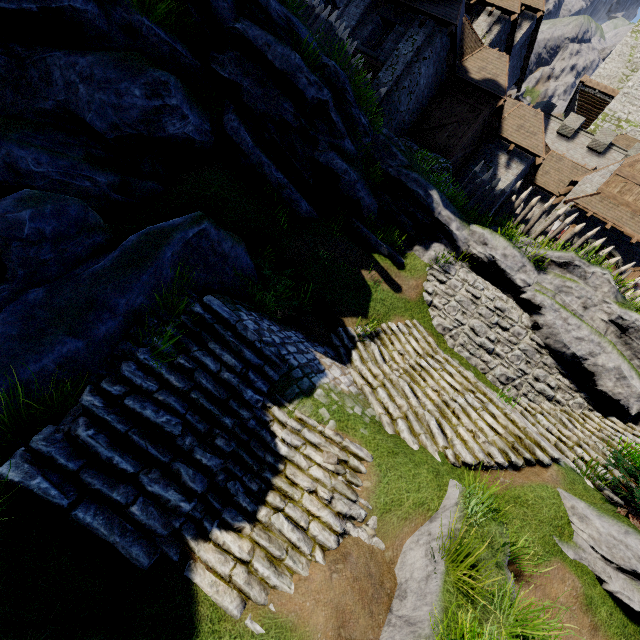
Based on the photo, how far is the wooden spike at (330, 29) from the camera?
11.74m

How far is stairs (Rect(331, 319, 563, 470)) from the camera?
6.69m

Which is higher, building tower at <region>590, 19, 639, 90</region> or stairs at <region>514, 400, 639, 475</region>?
building tower at <region>590, 19, 639, 90</region>

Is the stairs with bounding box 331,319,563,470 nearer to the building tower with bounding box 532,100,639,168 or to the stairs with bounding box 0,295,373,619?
the stairs with bounding box 0,295,373,619

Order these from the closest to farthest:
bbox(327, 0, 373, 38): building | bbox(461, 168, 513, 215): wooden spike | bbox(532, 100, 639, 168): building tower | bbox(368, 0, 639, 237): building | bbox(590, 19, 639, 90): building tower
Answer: bbox(461, 168, 513, 215): wooden spike < bbox(368, 0, 639, 237): building < bbox(327, 0, 373, 38): building < bbox(532, 100, 639, 168): building tower < bbox(590, 19, 639, 90): building tower

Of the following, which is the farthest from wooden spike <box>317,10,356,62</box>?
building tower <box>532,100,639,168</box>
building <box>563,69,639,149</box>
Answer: building <box>563,69,639,149</box>

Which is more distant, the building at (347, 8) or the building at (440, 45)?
the building at (347, 8)

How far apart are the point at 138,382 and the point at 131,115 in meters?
6.2 m
